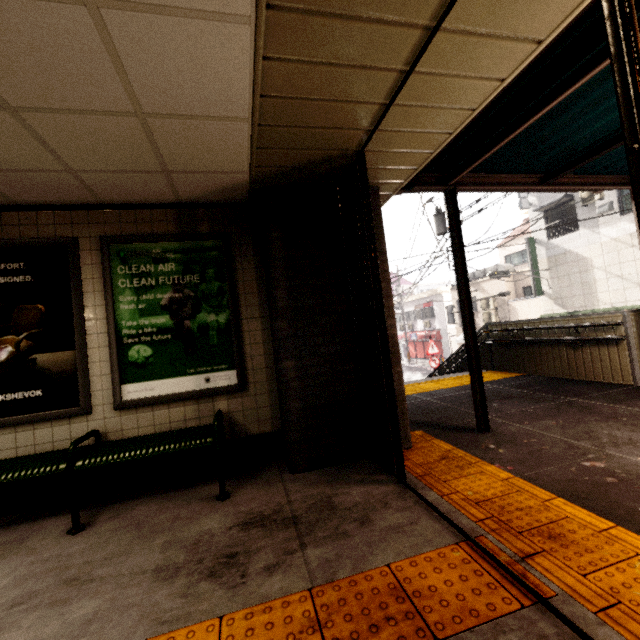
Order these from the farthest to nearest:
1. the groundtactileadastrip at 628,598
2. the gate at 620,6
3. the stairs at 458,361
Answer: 1. the stairs at 458,361
2. the groundtactileadastrip at 628,598
3. the gate at 620,6

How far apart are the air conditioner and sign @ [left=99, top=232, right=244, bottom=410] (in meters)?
19.53

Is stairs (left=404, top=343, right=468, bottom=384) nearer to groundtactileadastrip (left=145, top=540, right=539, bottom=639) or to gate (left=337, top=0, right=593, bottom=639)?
groundtactileadastrip (left=145, top=540, right=539, bottom=639)

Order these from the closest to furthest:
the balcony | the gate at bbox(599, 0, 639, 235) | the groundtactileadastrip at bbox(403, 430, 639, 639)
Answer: the gate at bbox(599, 0, 639, 235) < the groundtactileadastrip at bbox(403, 430, 639, 639) < the balcony

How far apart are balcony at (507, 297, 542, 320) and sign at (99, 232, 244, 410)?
17.69m

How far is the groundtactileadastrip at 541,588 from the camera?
1.5m

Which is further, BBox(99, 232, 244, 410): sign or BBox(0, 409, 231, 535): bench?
BBox(99, 232, 244, 410): sign

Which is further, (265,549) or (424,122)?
(424,122)
